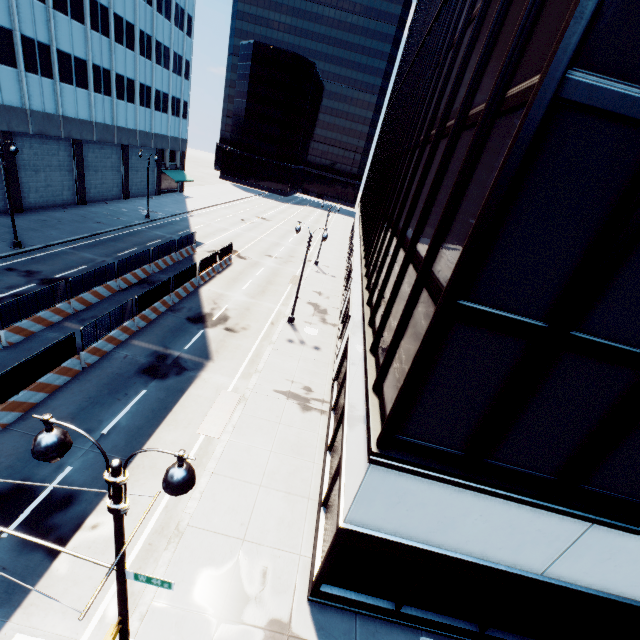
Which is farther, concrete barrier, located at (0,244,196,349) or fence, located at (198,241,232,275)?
fence, located at (198,241,232,275)

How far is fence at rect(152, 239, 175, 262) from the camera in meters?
26.2

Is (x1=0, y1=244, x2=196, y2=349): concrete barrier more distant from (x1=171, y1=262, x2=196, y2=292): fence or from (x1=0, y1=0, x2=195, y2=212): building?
(x1=0, y1=0, x2=195, y2=212): building

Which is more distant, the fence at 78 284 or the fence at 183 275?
the fence at 183 275

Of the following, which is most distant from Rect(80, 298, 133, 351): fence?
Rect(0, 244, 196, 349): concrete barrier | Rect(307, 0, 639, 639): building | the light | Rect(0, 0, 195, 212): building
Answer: Rect(0, 0, 195, 212): building

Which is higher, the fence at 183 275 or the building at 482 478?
the building at 482 478

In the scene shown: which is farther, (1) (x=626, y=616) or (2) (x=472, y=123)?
(1) (x=626, y=616)

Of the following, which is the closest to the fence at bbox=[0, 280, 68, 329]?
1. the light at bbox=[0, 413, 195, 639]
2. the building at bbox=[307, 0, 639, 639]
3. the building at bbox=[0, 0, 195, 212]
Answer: the light at bbox=[0, 413, 195, 639]
